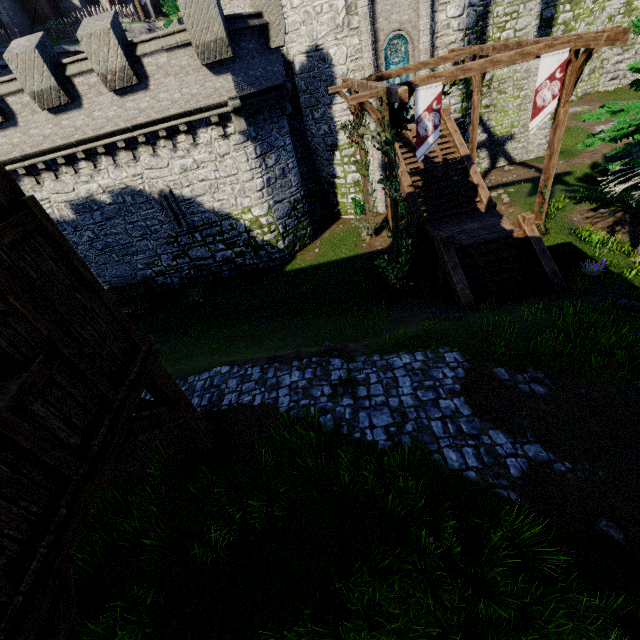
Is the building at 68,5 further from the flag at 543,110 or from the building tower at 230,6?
the flag at 543,110

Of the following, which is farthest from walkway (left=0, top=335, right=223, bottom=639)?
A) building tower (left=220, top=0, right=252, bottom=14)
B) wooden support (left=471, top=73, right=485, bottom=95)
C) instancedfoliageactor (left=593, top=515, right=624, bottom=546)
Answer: building tower (left=220, top=0, right=252, bottom=14)

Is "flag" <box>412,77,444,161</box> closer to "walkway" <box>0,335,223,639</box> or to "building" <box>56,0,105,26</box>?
"walkway" <box>0,335,223,639</box>

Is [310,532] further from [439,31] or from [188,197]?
[439,31]

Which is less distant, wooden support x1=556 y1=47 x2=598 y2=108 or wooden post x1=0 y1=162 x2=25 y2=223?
wooden post x1=0 y1=162 x2=25 y2=223

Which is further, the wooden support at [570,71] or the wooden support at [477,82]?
the wooden support at [477,82]

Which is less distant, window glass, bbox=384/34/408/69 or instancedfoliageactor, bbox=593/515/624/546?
instancedfoliageactor, bbox=593/515/624/546

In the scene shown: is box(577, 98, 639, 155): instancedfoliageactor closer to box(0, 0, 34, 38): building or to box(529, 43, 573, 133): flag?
box(529, 43, 573, 133): flag
